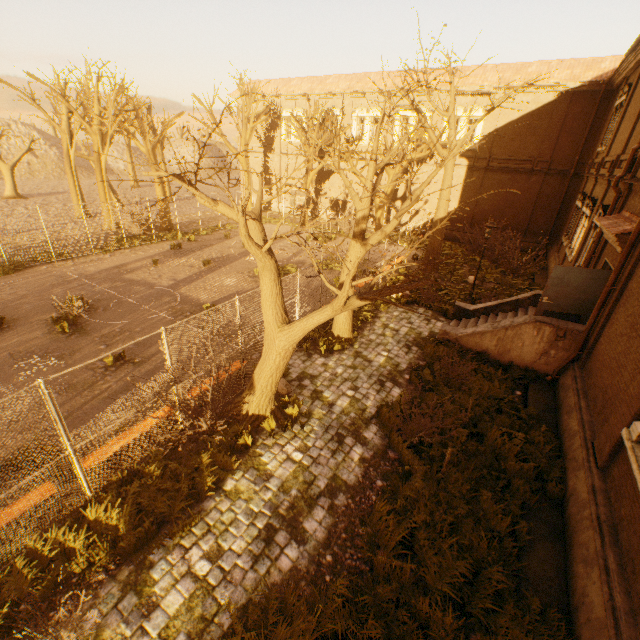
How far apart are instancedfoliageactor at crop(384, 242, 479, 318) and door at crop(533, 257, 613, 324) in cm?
728

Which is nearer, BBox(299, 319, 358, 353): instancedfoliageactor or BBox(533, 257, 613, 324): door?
BBox(533, 257, 613, 324): door

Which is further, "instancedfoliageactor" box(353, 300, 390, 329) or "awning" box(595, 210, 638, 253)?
"instancedfoliageactor" box(353, 300, 390, 329)

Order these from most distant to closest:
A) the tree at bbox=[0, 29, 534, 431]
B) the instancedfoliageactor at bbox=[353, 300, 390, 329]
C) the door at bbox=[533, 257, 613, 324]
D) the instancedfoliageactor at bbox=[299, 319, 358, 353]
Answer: the instancedfoliageactor at bbox=[353, 300, 390, 329]
the instancedfoliageactor at bbox=[299, 319, 358, 353]
the door at bbox=[533, 257, 613, 324]
the tree at bbox=[0, 29, 534, 431]

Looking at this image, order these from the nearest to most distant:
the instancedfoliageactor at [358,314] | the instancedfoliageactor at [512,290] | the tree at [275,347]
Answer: the tree at [275,347]
the instancedfoliageactor at [358,314]
the instancedfoliageactor at [512,290]

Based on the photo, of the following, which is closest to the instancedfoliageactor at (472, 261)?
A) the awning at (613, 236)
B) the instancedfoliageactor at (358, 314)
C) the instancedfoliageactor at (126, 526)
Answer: the instancedfoliageactor at (358, 314)

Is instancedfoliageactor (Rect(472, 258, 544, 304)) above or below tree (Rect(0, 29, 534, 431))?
below

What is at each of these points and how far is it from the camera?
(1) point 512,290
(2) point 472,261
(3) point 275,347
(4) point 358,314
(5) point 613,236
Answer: (1) instancedfoliageactor, 17.1 meters
(2) instancedfoliageactor, 21.3 meters
(3) tree, 7.2 meters
(4) instancedfoliageactor, 13.8 meters
(5) awning, 8.4 meters
